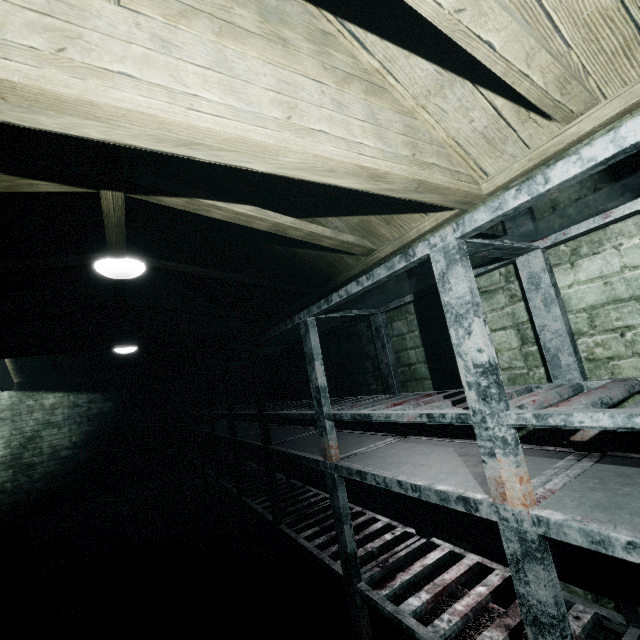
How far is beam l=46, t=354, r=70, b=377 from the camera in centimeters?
470cm

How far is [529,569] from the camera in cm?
87

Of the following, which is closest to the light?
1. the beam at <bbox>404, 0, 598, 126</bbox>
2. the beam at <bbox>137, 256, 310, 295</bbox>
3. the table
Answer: the beam at <bbox>137, 256, 310, 295</bbox>

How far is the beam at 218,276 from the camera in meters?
2.3

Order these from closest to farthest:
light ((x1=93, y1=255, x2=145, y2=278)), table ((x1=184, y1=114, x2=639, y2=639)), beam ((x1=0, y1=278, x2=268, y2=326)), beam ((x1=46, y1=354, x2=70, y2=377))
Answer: table ((x1=184, y1=114, x2=639, y2=639)) < light ((x1=93, y1=255, x2=145, y2=278)) < beam ((x1=0, y1=278, x2=268, y2=326)) < beam ((x1=46, y1=354, x2=70, y2=377))

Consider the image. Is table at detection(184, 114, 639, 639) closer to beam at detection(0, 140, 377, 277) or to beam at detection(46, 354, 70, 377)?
beam at detection(0, 140, 377, 277)

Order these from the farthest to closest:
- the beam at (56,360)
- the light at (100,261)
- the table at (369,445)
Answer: the beam at (56,360), the light at (100,261), the table at (369,445)

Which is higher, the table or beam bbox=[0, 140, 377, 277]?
beam bbox=[0, 140, 377, 277]
